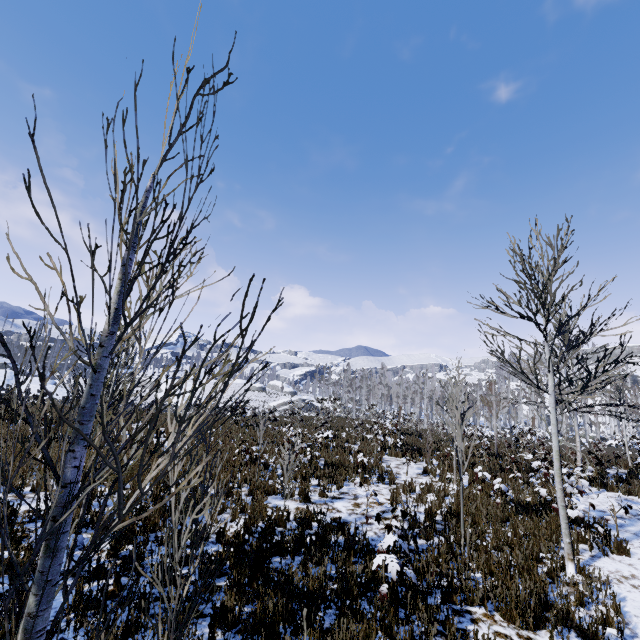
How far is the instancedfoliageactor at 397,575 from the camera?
3.8m

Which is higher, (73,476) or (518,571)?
(73,476)

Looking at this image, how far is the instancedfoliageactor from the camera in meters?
3.8
